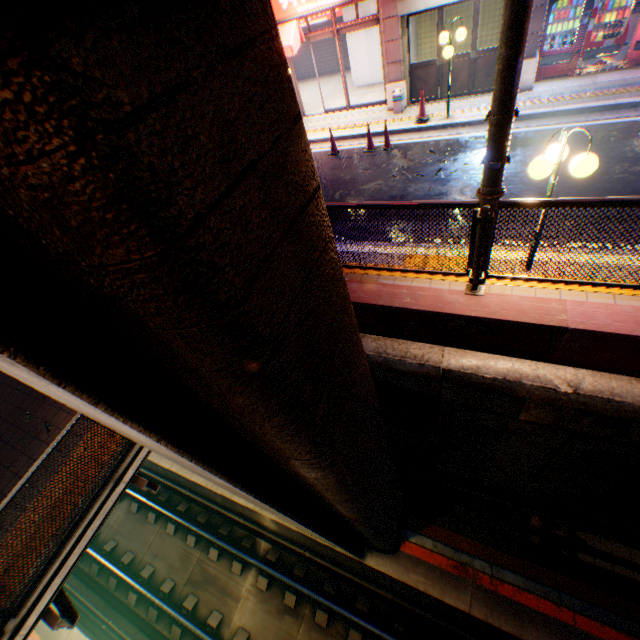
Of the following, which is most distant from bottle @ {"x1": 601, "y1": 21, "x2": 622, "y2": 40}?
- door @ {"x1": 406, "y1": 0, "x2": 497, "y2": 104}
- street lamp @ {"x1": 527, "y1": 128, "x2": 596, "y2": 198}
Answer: street lamp @ {"x1": 527, "y1": 128, "x2": 596, "y2": 198}

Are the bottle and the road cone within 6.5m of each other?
yes

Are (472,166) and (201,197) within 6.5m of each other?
no

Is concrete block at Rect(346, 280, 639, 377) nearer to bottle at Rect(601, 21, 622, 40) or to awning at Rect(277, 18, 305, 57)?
awning at Rect(277, 18, 305, 57)

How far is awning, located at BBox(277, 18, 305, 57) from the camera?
11.26m

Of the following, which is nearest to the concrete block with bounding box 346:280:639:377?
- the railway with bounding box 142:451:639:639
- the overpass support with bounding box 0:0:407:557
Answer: the overpass support with bounding box 0:0:407:557

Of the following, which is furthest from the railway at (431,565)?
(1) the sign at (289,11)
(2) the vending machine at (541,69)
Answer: (1) the sign at (289,11)

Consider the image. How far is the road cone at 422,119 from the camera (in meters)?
10.32
